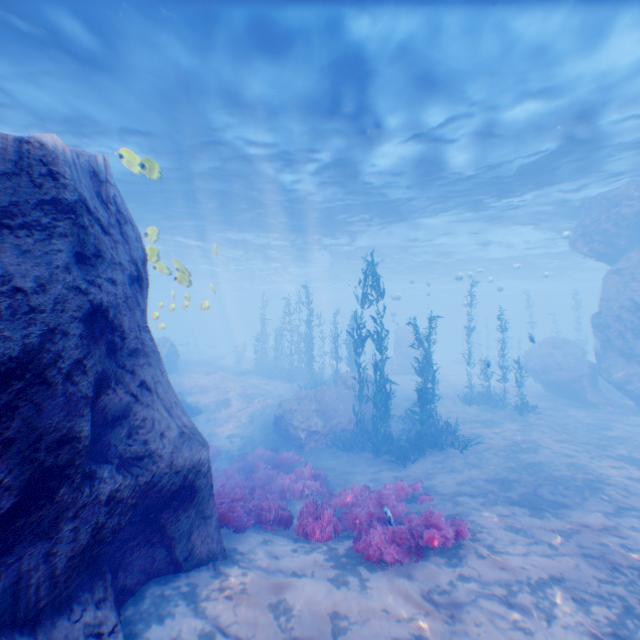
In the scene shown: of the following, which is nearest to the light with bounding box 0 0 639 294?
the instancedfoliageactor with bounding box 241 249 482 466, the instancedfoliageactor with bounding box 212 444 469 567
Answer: the instancedfoliageactor with bounding box 241 249 482 466

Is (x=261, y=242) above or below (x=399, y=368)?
above

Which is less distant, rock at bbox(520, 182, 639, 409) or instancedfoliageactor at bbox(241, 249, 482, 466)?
instancedfoliageactor at bbox(241, 249, 482, 466)

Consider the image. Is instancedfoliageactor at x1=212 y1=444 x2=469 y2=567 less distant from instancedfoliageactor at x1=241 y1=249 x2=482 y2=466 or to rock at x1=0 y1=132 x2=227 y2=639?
rock at x1=0 y1=132 x2=227 y2=639

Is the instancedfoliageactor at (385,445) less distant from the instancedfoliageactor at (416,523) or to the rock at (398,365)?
the rock at (398,365)

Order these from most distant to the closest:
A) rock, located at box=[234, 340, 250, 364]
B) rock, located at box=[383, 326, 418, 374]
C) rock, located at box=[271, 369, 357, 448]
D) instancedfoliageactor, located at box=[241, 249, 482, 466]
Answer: rock, located at box=[234, 340, 250, 364], rock, located at box=[383, 326, 418, 374], rock, located at box=[271, 369, 357, 448], instancedfoliageactor, located at box=[241, 249, 482, 466]

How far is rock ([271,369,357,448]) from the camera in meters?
15.6 m

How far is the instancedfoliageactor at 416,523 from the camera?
6.04m
